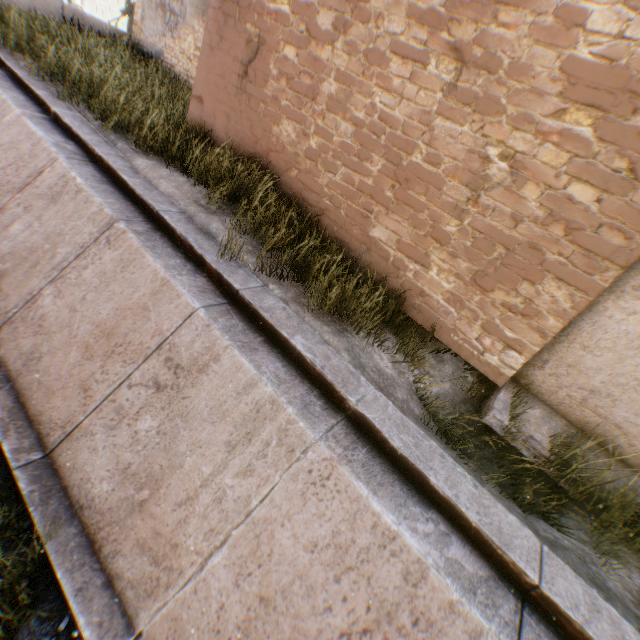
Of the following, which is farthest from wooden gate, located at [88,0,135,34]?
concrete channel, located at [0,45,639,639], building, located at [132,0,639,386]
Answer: concrete channel, located at [0,45,639,639]

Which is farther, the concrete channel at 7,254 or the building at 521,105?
the building at 521,105

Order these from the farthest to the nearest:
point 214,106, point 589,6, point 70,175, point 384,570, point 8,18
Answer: point 8,18
point 214,106
point 70,175
point 589,6
point 384,570

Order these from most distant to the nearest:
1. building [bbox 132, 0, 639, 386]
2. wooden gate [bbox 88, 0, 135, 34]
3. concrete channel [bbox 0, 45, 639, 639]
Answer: wooden gate [bbox 88, 0, 135, 34] → building [bbox 132, 0, 639, 386] → concrete channel [bbox 0, 45, 639, 639]

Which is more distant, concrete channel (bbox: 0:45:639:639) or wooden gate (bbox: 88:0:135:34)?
wooden gate (bbox: 88:0:135:34)

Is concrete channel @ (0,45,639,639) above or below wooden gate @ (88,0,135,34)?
→ below

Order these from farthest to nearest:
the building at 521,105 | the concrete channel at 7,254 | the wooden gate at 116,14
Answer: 1. the wooden gate at 116,14
2. the building at 521,105
3. the concrete channel at 7,254
